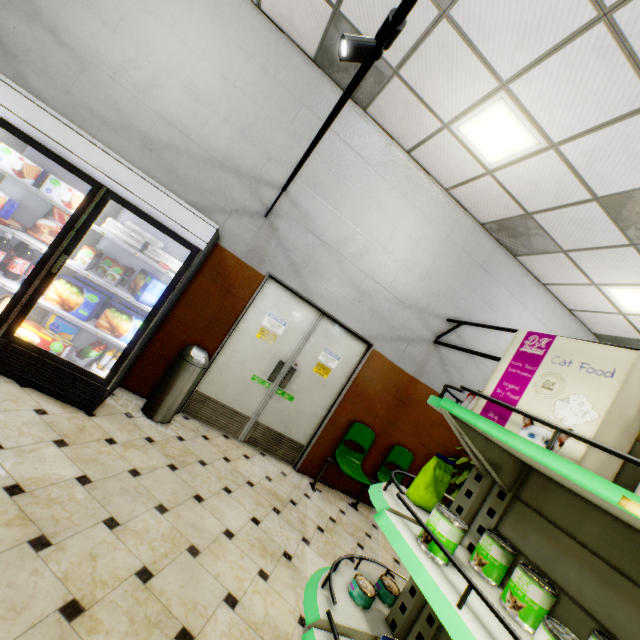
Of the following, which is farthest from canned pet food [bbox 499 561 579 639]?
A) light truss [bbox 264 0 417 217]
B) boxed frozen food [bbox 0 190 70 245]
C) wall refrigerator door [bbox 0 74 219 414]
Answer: boxed frozen food [bbox 0 190 70 245]

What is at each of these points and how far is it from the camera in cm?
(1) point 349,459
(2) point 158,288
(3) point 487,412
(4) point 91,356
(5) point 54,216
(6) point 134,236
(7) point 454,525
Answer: (1) chair, 507
(2) boxed frozen food, 338
(3) boxed pet food, 141
(4) meat chub, 339
(5) boxed frozen food, 327
(6) egg carton, 334
(7) canned pet food, 128

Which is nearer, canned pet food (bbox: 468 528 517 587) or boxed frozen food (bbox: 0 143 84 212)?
canned pet food (bbox: 468 528 517 587)

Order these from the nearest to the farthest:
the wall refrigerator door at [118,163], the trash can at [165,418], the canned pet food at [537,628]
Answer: the canned pet food at [537,628] → the wall refrigerator door at [118,163] → the trash can at [165,418]

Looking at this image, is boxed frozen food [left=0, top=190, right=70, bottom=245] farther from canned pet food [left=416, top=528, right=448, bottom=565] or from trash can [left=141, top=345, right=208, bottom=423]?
canned pet food [left=416, top=528, right=448, bottom=565]

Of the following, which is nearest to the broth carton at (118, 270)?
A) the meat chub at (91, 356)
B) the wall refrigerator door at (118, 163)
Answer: the wall refrigerator door at (118, 163)

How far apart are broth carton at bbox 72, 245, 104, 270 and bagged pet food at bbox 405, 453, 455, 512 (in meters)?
3.49

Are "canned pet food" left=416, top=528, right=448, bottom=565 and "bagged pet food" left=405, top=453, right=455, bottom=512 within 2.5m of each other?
yes
